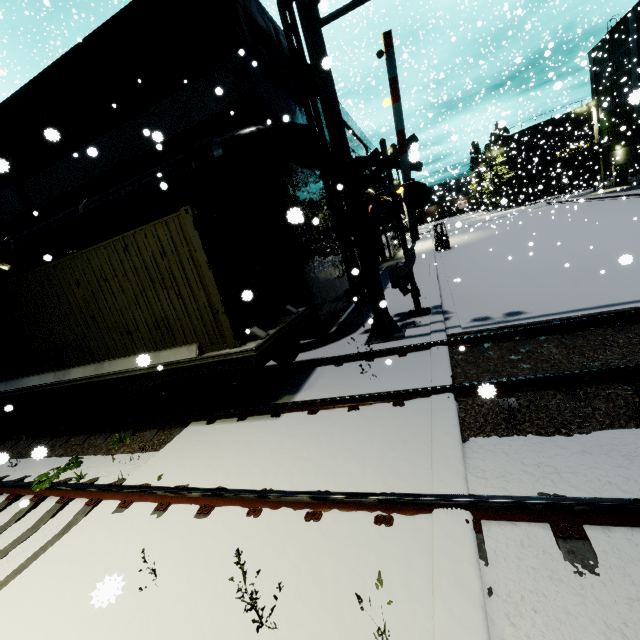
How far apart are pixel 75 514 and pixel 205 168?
8.1 meters

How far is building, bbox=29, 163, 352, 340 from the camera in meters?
9.8

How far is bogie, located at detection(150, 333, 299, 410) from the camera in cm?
639

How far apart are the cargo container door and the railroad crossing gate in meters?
3.1 m

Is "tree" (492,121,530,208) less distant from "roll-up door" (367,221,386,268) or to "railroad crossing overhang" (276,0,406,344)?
"roll-up door" (367,221,386,268)

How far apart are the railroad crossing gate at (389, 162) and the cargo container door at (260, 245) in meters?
3.1 m

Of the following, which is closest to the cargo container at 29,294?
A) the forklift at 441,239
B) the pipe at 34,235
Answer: the pipe at 34,235
